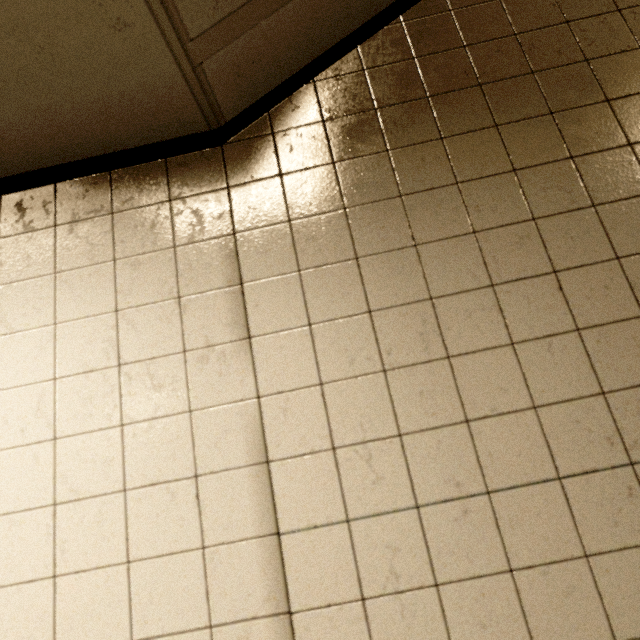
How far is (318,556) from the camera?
0.7 meters
